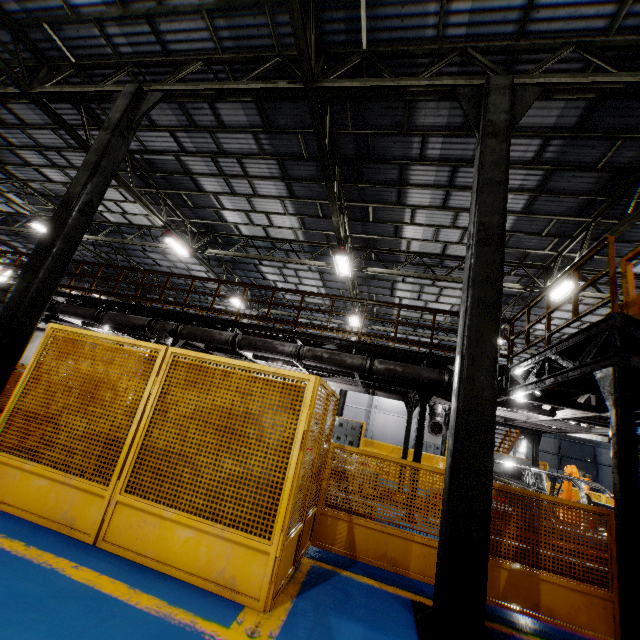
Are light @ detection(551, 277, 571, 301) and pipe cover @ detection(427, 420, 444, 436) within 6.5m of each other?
yes

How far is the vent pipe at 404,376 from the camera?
8.1m

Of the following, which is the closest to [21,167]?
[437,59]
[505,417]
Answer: [437,59]

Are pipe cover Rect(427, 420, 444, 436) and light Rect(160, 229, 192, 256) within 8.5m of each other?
no

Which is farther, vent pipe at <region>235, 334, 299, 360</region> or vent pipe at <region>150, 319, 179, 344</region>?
vent pipe at <region>150, 319, 179, 344</region>

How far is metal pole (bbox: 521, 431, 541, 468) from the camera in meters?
14.3 m

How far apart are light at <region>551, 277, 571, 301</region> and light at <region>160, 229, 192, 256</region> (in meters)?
14.57

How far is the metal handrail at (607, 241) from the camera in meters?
4.9 m
